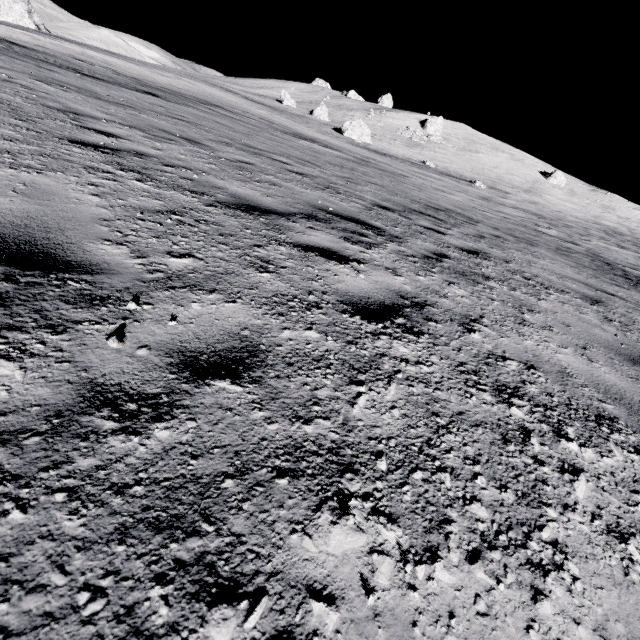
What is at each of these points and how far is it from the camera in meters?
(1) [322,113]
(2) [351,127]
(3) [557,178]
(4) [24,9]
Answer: (1) stone, 48.1 m
(2) stone, 38.1 m
(3) stone, 58.3 m
(4) stone, 49.6 m

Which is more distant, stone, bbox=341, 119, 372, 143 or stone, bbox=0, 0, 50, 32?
stone, bbox=0, 0, 50, 32

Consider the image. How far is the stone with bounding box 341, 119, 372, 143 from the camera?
38.09m

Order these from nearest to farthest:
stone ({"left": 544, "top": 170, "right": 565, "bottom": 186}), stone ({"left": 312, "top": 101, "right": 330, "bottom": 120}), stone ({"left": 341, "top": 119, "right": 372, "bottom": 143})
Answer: stone ({"left": 341, "top": 119, "right": 372, "bottom": 143}) < stone ({"left": 312, "top": 101, "right": 330, "bottom": 120}) < stone ({"left": 544, "top": 170, "right": 565, "bottom": 186})

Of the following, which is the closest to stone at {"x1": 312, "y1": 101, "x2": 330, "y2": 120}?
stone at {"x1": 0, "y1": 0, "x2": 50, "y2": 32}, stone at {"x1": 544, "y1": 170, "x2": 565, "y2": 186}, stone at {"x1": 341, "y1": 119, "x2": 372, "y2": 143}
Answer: stone at {"x1": 341, "y1": 119, "x2": 372, "y2": 143}

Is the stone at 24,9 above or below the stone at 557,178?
below

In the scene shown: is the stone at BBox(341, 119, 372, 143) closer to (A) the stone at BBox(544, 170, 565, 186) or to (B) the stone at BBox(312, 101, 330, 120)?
(B) the stone at BBox(312, 101, 330, 120)

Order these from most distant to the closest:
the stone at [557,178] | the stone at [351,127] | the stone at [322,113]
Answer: the stone at [557,178], the stone at [322,113], the stone at [351,127]
